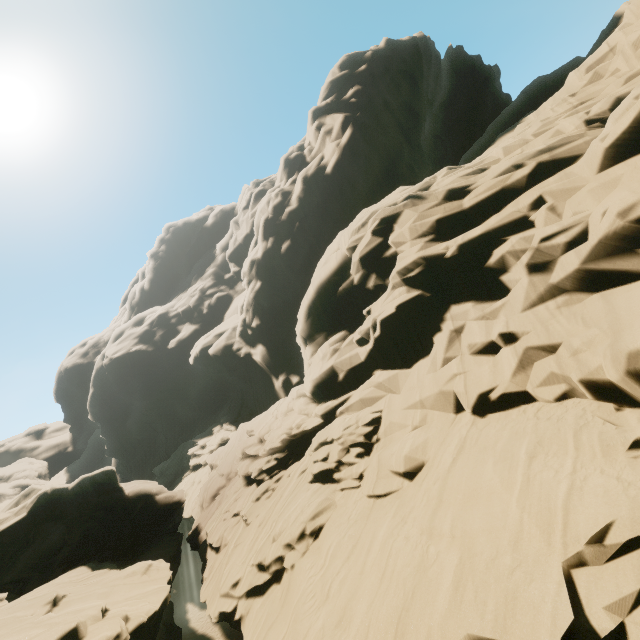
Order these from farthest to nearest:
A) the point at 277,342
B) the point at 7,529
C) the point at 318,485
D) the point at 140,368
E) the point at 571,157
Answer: the point at 140,368
the point at 277,342
the point at 7,529
the point at 318,485
the point at 571,157
